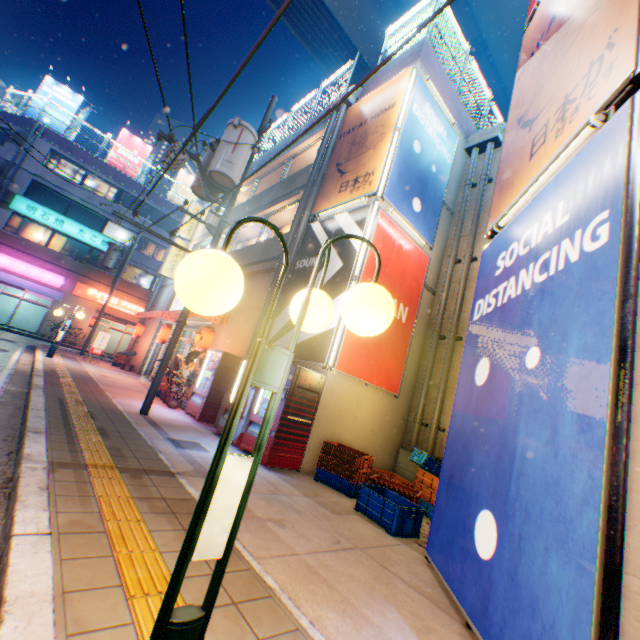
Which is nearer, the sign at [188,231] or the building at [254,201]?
the building at [254,201]

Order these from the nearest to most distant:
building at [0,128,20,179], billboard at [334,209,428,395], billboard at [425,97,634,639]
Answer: billboard at [425,97,634,639] → billboard at [334,209,428,395] → building at [0,128,20,179]

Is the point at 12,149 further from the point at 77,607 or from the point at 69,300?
the point at 77,607

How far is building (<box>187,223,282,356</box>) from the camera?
10.89m

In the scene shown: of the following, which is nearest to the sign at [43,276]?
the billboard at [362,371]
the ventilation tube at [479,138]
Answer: the billboard at [362,371]

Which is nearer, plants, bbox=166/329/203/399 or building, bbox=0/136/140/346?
plants, bbox=166/329/203/399

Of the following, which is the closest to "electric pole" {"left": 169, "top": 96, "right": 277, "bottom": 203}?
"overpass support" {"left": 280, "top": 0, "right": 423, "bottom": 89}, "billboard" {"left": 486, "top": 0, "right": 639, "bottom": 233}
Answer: "billboard" {"left": 486, "top": 0, "right": 639, "bottom": 233}

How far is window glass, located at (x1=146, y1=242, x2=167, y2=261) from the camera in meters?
31.3
